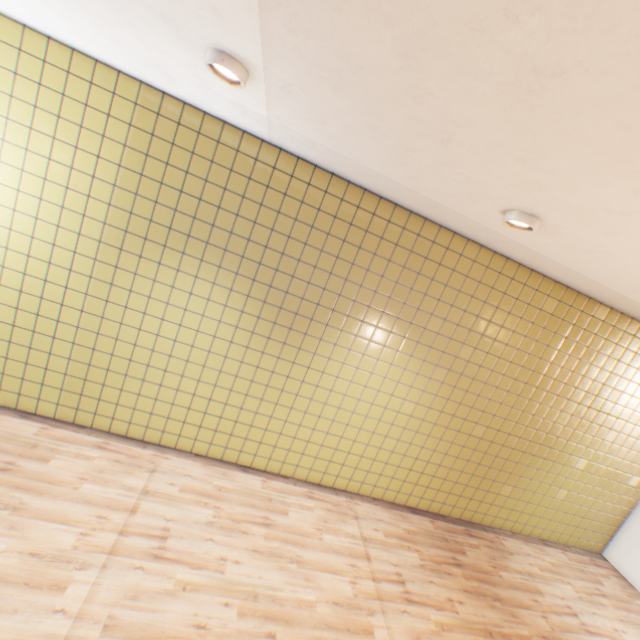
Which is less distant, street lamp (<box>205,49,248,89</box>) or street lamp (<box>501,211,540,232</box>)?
street lamp (<box>205,49,248,89</box>)

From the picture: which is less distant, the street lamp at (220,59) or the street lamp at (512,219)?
the street lamp at (220,59)

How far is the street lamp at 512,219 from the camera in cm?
270

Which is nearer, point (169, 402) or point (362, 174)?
point (362, 174)

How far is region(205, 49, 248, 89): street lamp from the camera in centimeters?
213cm

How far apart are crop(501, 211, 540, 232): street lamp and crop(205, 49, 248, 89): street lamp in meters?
2.4 m

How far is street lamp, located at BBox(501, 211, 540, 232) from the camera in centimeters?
270cm
